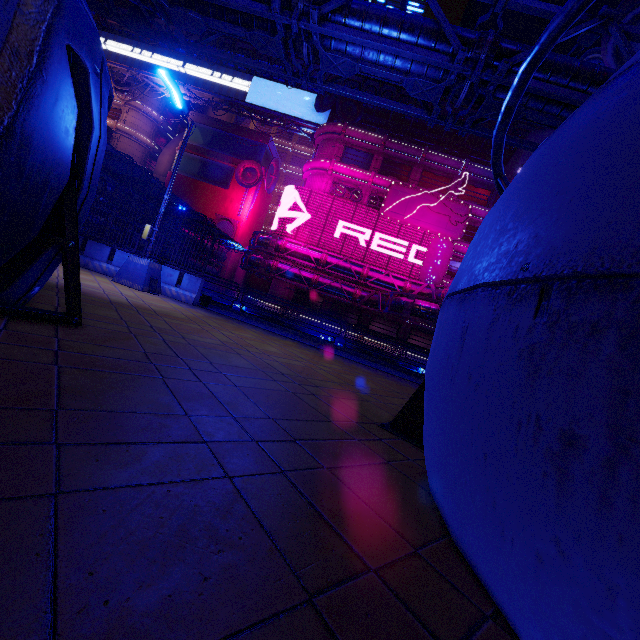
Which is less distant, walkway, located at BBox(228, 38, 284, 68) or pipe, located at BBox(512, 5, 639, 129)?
pipe, located at BBox(512, 5, 639, 129)

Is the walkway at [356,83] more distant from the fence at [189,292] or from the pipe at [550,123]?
the fence at [189,292]

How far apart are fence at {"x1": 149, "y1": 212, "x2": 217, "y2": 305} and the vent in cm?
3777

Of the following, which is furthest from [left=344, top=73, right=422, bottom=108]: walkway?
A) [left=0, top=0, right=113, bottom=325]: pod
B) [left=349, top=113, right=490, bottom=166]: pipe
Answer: [left=0, top=0, right=113, bottom=325]: pod

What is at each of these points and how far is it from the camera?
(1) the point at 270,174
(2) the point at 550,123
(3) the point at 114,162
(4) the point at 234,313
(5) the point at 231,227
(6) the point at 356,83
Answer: (1) satellite dish, 48.7m
(2) pipe, 9.2m
(3) awning, 20.8m
(4) walkway, 15.2m
(5) vent, 48.3m
(6) walkway, 45.1m

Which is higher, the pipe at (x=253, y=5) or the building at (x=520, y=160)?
the building at (x=520, y=160)

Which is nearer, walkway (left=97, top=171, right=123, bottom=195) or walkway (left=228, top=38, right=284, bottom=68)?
walkway (left=97, top=171, right=123, bottom=195)

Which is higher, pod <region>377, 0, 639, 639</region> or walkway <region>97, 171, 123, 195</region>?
walkway <region>97, 171, 123, 195</region>
